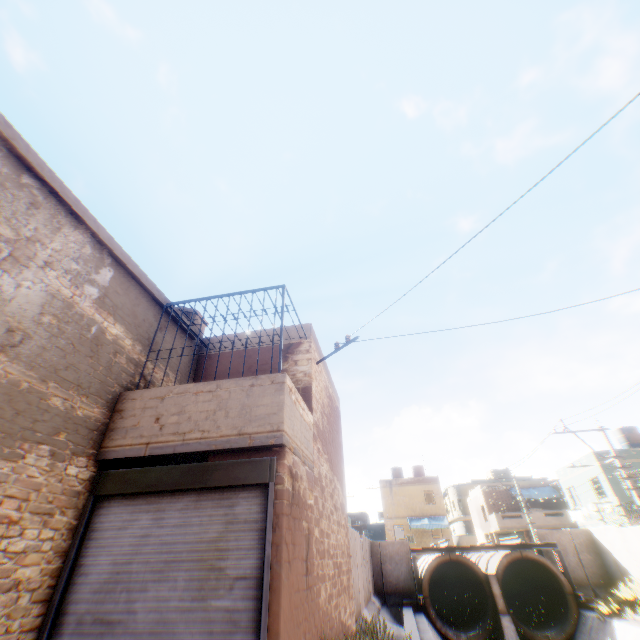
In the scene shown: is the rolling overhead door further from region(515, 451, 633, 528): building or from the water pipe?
region(515, 451, 633, 528): building

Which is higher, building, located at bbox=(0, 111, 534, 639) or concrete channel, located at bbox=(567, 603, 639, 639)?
building, located at bbox=(0, 111, 534, 639)

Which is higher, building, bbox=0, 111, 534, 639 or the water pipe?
building, bbox=0, 111, 534, 639

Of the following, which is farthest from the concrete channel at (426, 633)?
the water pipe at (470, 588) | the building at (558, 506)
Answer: the building at (558, 506)

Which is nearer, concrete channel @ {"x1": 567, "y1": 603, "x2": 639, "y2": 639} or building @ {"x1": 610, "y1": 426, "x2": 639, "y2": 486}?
concrete channel @ {"x1": 567, "y1": 603, "x2": 639, "y2": 639}

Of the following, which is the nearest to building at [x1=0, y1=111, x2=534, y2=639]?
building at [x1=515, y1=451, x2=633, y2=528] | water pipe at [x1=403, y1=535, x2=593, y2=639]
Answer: building at [x1=515, y1=451, x2=633, y2=528]

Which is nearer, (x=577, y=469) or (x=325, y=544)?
(x=325, y=544)

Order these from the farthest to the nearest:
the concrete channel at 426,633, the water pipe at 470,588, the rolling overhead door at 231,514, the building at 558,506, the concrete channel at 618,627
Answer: the building at 558,506, the water pipe at 470,588, the concrete channel at 618,627, the concrete channel at 426,633, the rolling overhead door at 231,514
